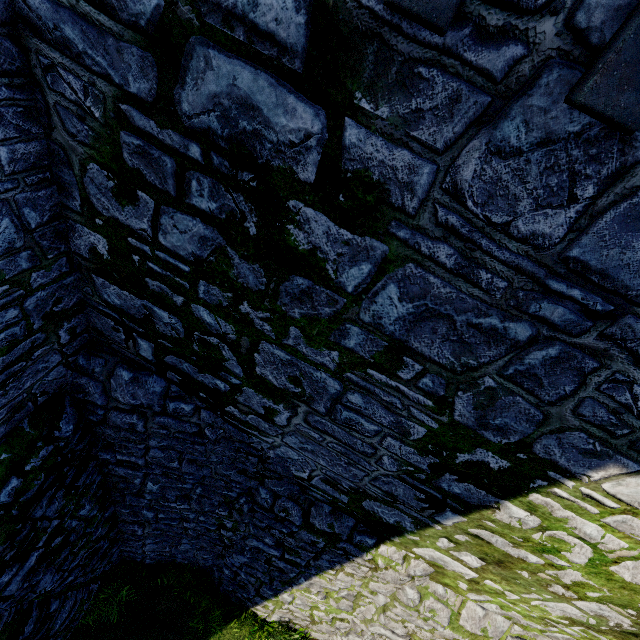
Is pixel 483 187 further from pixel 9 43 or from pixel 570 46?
pixel 9 43
